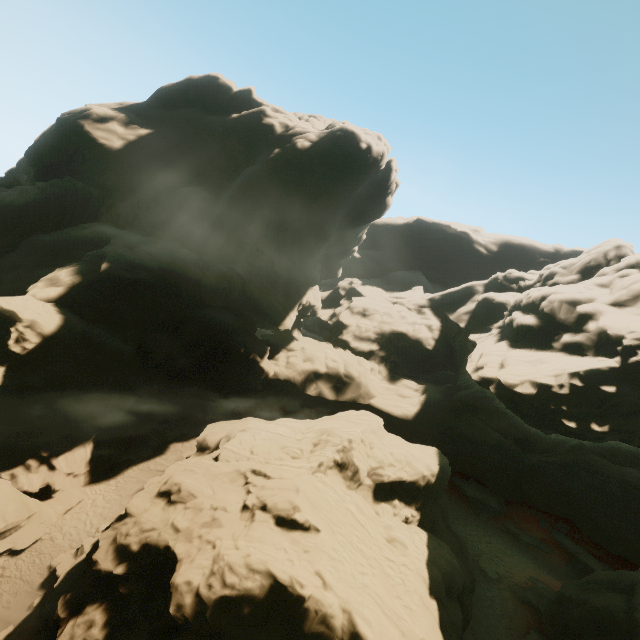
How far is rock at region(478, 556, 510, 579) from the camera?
23.1 meters

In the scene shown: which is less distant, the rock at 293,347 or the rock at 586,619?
the rock at 293,347

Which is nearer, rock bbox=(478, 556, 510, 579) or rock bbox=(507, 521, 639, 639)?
rock bbox=(507, 521, 639, 639)

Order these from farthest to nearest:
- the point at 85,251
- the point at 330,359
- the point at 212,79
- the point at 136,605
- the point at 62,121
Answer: the point at 212,79
the point at 330,359
the point at 62,121
the point at 85,251
the point at 136,605

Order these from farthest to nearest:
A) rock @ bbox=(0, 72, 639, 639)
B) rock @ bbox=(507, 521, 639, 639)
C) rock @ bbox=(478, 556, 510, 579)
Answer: rock @ bbox=(478, 556, 510, 579), rock @ bbox=(507, 521, 639, 639), rock @ bbox=(0, 72, 639, 639)

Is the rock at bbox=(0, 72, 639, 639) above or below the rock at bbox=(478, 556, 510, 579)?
above
